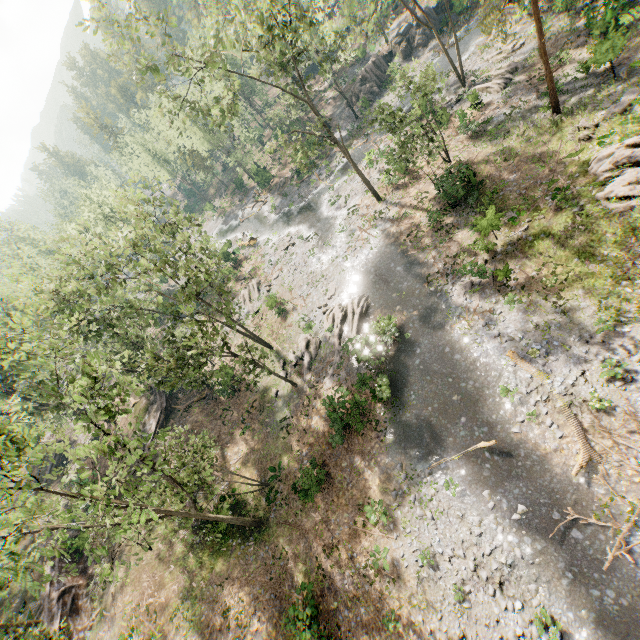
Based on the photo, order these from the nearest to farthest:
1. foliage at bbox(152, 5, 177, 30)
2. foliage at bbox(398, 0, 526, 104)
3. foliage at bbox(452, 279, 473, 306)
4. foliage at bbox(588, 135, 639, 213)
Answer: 1. foliage at bbox(588, 135, 639, 213)
2. foliage at bbox(152, 5, 177, 30)
3. foliage at bbox(452, 279, 473, 306)
4. foliage at bbox(398, 0, 526, 104)

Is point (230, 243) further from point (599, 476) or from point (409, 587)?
point (599, 476)

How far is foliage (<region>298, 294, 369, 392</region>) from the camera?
25.8 meters

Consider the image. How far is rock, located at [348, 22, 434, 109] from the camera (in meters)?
43.56

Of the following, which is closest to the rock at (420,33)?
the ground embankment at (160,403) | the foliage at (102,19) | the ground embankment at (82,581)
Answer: the foliage at (102,19)

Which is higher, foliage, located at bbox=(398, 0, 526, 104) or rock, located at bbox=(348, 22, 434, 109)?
rock, located at bbox=(348, 22, 434, 109)

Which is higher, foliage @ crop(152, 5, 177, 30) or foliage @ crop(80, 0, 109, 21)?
foliage @ crop(80, 0, 109, 21)

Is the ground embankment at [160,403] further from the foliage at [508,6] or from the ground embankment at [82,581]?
the ground embankment at [82,581]
